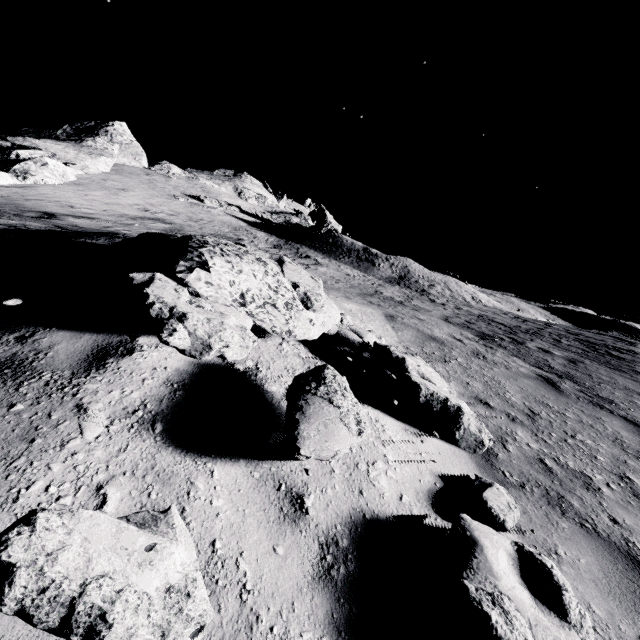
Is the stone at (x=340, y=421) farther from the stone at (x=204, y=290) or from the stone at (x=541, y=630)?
the stone at (x=541, y=630)

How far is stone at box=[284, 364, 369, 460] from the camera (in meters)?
2.30

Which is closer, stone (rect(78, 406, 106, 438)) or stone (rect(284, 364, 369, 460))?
stone (rect(78, 406, 106, 438))

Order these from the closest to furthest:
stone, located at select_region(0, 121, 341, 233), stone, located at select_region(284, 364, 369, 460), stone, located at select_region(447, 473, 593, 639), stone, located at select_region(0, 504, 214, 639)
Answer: stone, located at select_region(0, 504, 214, 639), stone, located at select_region(447, 473, 593, 639), stone, located at select_region(284, 364, 369, 460), stone, located at select_region(0, 121, 341, 233)

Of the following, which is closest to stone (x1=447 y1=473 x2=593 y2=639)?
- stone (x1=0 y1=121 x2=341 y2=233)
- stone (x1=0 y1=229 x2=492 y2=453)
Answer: stone (x1=0 y1=229 x2=492 y2=453)

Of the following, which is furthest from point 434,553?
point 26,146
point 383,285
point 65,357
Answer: point 26,146

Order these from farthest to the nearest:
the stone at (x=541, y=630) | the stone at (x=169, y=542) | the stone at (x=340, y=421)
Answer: the stone at (x=340, y=421) < the stone at (x=541, y=630) < the stone at (x=169, y=542)

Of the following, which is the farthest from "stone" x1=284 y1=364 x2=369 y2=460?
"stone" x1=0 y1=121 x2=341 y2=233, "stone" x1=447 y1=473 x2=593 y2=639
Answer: "stone" x1=0 y1=121 x2=341 y2=233
